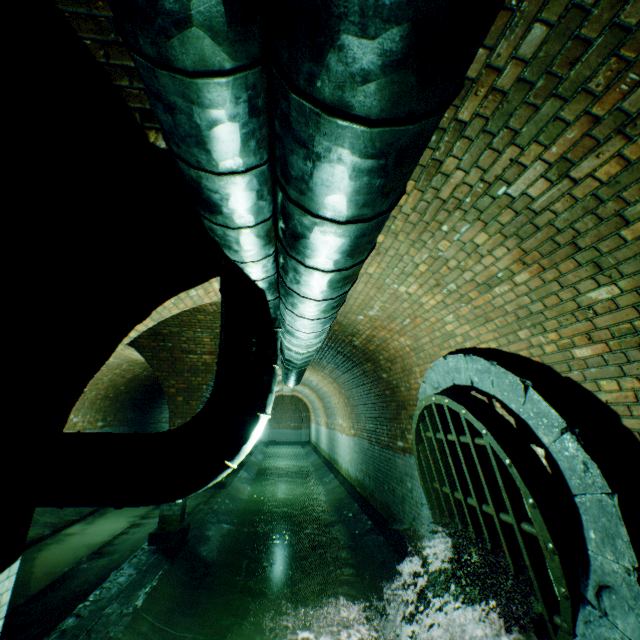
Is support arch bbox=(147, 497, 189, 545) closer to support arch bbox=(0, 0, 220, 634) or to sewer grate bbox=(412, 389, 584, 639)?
support arch bbox=(0, 0, 220, 634)

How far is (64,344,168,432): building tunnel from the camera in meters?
10.9

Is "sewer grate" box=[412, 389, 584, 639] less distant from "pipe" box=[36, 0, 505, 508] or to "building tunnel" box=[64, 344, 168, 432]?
"building tunnel" box=[64, 344, 168, 432]

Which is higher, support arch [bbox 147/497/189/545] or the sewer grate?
the sewer grate

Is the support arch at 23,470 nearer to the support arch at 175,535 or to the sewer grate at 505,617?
the support arch at 175,535

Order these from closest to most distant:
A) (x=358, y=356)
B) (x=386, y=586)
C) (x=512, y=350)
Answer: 1. (x=512, y=350)
2. (x=386, y=586)
3. (x=358, y=356)

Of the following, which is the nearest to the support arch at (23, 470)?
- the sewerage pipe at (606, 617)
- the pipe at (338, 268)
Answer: the pipe at (338, 268)

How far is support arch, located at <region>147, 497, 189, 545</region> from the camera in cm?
639
